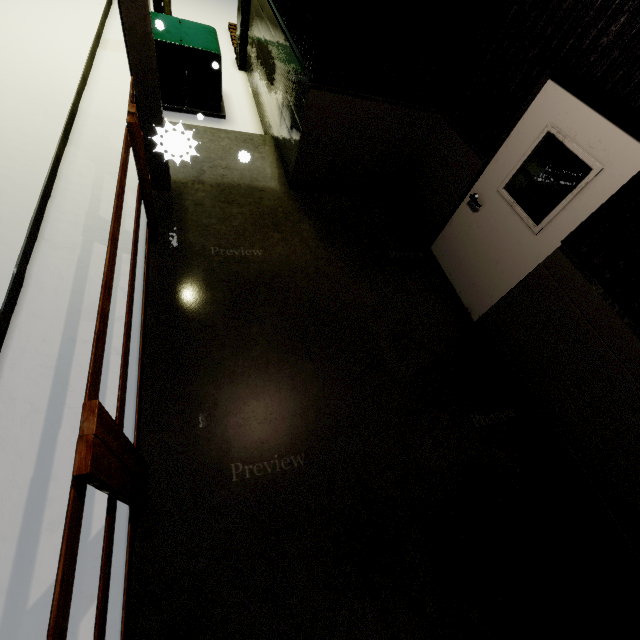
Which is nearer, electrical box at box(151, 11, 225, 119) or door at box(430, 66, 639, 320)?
door at box(430, 66, 639, 320)

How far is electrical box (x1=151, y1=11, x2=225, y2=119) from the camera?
5.6m

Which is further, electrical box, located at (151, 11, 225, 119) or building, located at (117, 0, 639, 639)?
electrical box, located at (151, 11, 225, 119)

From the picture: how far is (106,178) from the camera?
4.7 meters

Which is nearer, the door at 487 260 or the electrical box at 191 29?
the door at 487 260

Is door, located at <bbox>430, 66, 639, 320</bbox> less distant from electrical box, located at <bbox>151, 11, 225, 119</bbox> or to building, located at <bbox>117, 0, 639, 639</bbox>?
building, located at <bbox>117, 0, 639, 639</bbox>

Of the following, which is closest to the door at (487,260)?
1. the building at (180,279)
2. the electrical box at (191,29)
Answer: the building at (180,279)
